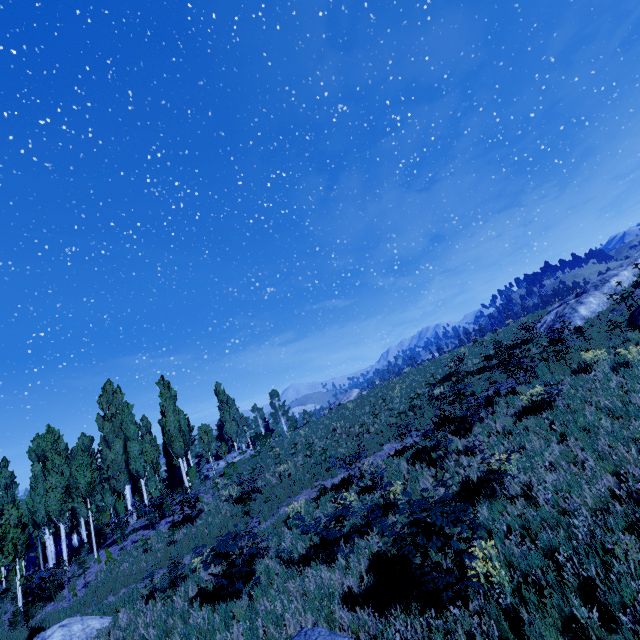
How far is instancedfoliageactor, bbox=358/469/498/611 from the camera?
4.98m

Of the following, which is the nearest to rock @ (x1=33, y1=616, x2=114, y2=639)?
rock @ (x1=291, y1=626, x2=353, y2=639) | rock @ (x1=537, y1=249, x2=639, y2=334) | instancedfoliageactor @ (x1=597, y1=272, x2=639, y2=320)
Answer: instancedfoliageactor @ (x1=597, y1=272, x2=639, y2=320)

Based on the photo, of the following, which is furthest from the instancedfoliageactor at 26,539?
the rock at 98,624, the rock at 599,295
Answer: the rock at 599,295

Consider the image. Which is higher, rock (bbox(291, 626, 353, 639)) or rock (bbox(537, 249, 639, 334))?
rock (bbox(537, 249, 639, 334))

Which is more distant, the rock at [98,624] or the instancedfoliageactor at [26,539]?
the instancedfoliageactor at [26,539]

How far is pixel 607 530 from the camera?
5.4 meters

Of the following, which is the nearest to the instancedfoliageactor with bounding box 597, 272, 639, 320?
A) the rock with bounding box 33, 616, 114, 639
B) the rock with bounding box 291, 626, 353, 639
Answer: the rock with bounding box 33, 616, 114, 639
